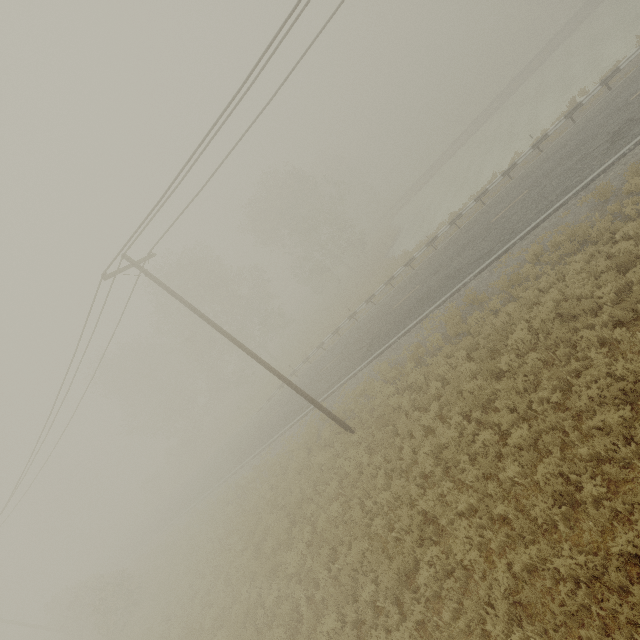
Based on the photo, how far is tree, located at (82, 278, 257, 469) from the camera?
37.2m

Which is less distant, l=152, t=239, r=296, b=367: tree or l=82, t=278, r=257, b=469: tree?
l=152, t=239, r=296, b=367: tree

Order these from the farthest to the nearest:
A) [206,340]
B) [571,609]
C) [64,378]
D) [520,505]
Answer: [206,340] → [64,378] → [520,505] → [571,609]

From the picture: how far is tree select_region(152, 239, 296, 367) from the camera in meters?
34.8

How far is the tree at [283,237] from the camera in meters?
37.6

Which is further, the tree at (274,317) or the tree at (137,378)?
the tree at (137,378)
